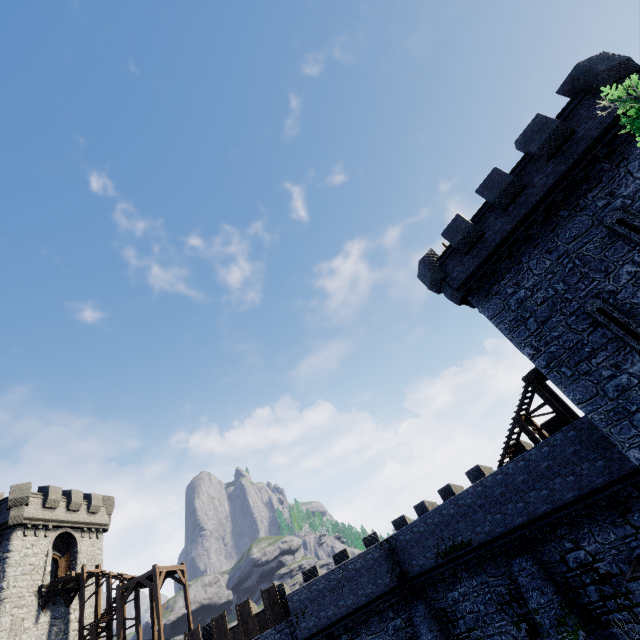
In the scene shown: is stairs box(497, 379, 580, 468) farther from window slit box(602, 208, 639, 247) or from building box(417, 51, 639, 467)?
window slit box(602, 208, 639, 247)

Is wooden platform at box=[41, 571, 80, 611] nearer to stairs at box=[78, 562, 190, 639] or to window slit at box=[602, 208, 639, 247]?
stairs at box=[78, 562, 190, 639]

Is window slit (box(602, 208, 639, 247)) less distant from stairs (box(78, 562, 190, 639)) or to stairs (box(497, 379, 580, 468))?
stairs (box(497, 379, 580, 468))

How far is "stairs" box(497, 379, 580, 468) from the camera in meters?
17.1

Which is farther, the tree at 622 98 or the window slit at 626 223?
the window slit at 626 223

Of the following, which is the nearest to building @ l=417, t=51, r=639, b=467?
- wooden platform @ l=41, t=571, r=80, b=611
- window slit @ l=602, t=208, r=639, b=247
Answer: window slit @ l=602, t=208, r=639, b=247

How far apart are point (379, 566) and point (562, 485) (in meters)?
13.75

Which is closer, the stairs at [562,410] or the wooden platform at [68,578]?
the stairs at [562,410]
